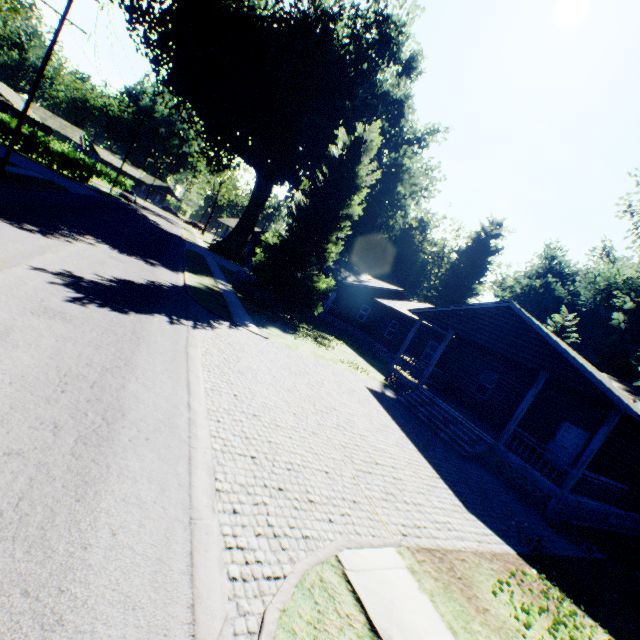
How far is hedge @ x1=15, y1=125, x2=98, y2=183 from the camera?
36.7 meters

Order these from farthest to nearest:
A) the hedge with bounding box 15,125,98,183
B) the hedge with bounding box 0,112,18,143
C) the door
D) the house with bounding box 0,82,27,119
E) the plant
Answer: the house with bounding box 0,82,27,119
the hedge with bounding box 15,125,98,183
the hedge with bounding box 0,112,18,143
the plant
the door

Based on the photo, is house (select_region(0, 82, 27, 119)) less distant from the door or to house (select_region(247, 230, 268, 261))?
house (select_region(247, 230, 268, 261))

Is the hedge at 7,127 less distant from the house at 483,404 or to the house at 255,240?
the house at 255,240

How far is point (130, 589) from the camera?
3.0m

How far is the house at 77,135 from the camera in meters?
52.2 m

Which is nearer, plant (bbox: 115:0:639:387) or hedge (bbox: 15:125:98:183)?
plant (bbox: 115:0:639:387)

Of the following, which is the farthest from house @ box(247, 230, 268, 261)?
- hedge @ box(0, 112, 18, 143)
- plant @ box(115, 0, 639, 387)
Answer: hedge @ box(0, 112, 18, 143)
